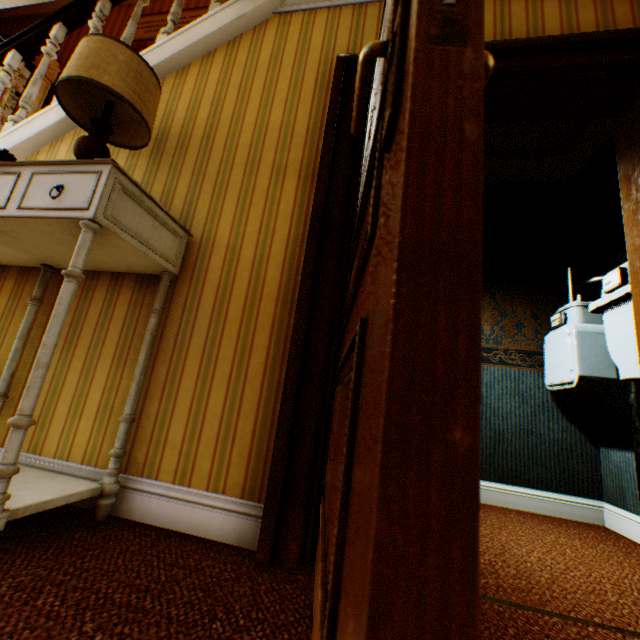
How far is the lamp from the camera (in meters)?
1.50

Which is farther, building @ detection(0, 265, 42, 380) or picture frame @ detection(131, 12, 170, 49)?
picture frame @ detection(131, 12, 170, 49)

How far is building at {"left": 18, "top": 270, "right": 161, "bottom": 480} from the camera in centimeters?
151cm

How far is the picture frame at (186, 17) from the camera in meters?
4.7 m

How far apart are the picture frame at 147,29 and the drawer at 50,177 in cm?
476

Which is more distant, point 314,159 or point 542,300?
point 542,300

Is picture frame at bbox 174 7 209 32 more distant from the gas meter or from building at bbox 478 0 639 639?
the gas meter

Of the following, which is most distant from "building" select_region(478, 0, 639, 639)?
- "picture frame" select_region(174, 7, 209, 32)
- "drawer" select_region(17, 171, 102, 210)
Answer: "drawer" select_region(17, 171, 102, 210)
